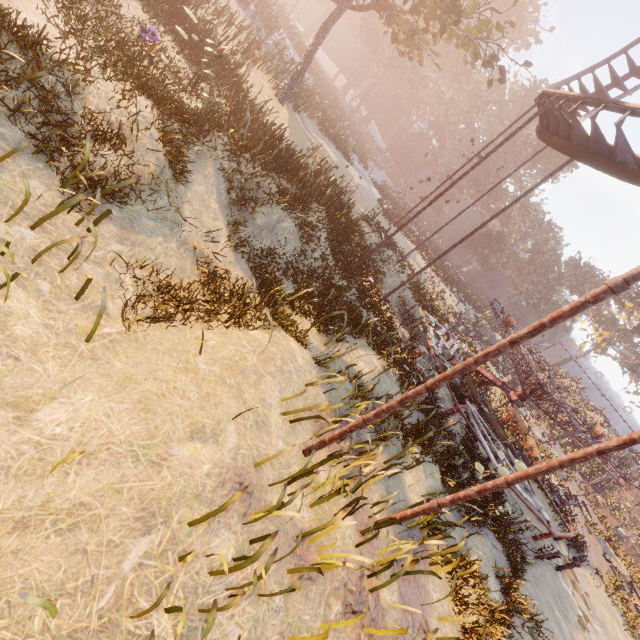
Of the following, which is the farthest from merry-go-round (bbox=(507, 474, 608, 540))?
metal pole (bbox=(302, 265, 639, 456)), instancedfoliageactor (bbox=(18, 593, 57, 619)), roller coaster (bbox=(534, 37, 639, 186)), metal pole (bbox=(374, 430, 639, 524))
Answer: instancedfoliageactor (bbox=(18, 593, 57, 619))

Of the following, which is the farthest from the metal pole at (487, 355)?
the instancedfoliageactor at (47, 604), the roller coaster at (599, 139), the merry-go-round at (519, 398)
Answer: the merry-go-round at (519, 398)

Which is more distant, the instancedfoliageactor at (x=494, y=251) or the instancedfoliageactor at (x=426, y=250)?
the instancedfoliageactor at (x=494, y=251)

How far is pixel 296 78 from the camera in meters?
20.0 m

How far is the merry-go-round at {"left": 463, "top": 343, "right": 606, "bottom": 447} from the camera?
12.6 meters

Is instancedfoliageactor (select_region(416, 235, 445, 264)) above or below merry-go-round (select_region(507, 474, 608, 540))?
above

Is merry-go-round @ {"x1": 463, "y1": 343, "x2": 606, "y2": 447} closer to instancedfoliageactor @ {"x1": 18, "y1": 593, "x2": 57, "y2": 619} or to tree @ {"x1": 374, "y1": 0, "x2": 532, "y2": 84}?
instancedfoliageactor @ {"x1": 18, "y1": 593, "x2": 57, "y2": 619}

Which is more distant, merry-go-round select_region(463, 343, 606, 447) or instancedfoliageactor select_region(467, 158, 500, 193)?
instancedfoliageactor select_region(467, 158, 500, 193)
